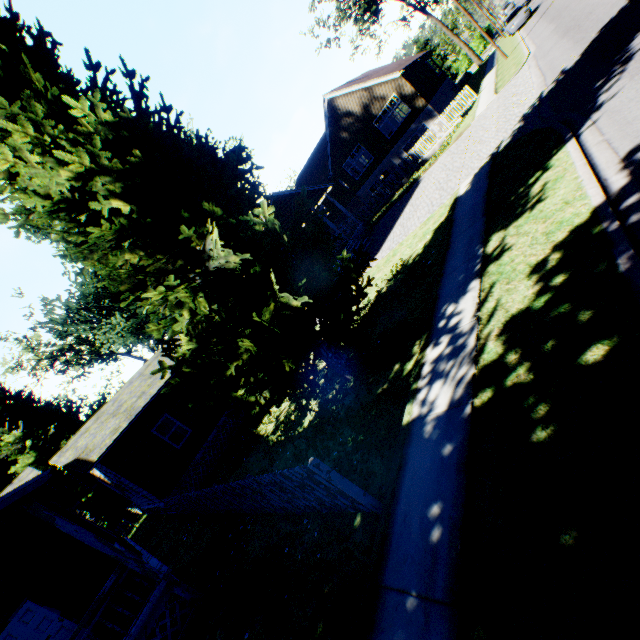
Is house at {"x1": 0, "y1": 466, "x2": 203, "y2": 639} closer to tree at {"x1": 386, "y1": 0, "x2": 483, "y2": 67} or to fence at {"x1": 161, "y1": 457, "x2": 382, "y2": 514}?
fence at {"x1": 161, "y1": 457, "x2": 382, "y2": 514}

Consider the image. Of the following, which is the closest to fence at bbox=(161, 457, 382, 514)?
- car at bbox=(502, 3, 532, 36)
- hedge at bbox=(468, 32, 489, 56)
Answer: car at bbox=(502, 3, 532, 36)

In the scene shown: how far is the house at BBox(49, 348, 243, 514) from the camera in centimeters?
1425cm

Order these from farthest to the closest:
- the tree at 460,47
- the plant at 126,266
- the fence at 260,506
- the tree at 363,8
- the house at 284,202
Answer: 1. the tree at 460,47
2. the tree at 363,8
3. the house at 284,202
4. the plant at 126,266
5. the fence at 260,506

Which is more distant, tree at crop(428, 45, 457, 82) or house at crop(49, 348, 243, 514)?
tree at crop(428, 45, 457, 82)

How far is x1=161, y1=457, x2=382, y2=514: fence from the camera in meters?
4.5

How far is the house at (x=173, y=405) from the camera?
14.25m

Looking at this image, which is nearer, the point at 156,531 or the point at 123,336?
the point at 156,531
